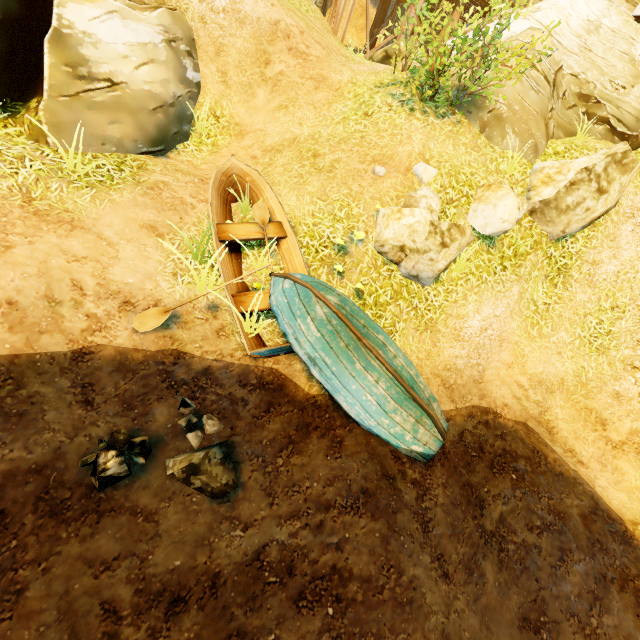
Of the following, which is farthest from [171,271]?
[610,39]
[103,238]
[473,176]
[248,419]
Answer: [610,39]

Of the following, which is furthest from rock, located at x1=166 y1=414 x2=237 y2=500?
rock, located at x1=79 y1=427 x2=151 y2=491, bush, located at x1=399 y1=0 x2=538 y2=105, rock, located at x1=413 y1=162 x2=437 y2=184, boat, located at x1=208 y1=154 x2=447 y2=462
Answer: bush, located at x1=399 y1=0 x2=538 y2=105

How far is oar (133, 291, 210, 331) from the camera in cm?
466

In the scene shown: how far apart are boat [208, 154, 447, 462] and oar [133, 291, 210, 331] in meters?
0.0 m

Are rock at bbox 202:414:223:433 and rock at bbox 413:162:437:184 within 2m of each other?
no

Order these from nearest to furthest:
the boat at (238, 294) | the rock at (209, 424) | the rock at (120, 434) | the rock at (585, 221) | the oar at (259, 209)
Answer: the rock at (120, 434), the rock at (209, 424), the boat at (238, 294), the oar at (259, 209), the rock at (585, 221)

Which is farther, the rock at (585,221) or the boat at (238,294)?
the rock at (585,221)

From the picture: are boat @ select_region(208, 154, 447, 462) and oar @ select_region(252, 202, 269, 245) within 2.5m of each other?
yes
